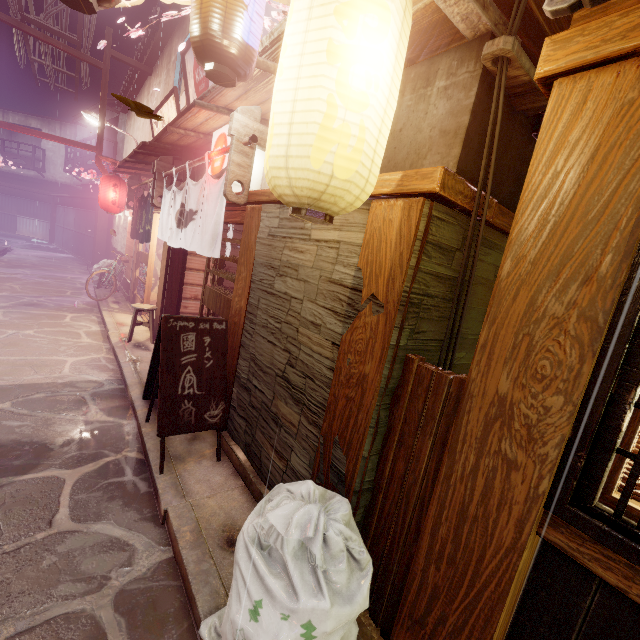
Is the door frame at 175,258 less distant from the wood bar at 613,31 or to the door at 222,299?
the door at 222,299

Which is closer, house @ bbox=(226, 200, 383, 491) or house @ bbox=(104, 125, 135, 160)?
house @ bbox=(226, 200, 383, 491)

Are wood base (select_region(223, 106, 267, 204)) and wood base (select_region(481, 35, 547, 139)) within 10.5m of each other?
yes

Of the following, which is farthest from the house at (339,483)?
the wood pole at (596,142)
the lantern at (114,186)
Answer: the lantern at (114,186)

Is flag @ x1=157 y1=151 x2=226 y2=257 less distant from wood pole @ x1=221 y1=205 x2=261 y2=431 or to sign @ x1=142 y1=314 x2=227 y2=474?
wood pole @ x1=221 y1=205 x2=261 y2=431

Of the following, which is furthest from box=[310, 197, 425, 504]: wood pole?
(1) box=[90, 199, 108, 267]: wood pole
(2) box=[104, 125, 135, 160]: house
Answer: (2) box=[104, 125, 135, 160]: house

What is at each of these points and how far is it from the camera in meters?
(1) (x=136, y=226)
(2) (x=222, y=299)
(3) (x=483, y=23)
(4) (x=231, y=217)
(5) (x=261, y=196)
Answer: (1) flag, 15.4 m
(2) door, 8.1 m
(3) wood support, 3.5 m
(4) door, 7.8 m
(5) wood bar, 6.1 m

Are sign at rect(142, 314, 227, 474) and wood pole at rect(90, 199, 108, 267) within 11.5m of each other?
no
